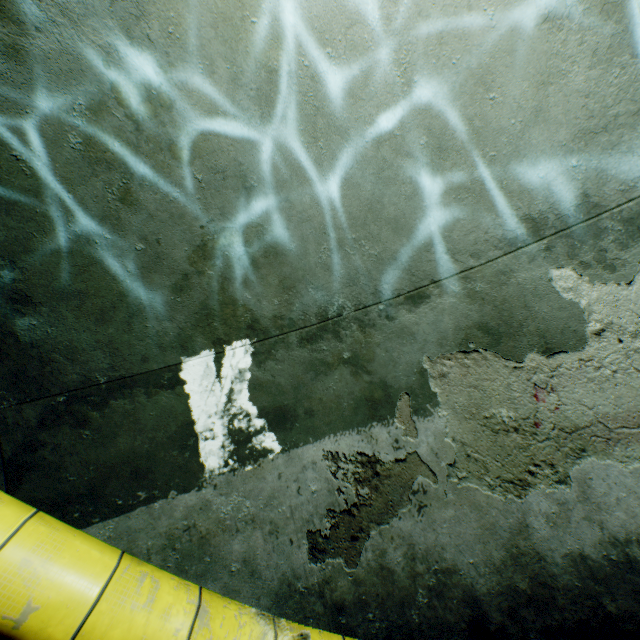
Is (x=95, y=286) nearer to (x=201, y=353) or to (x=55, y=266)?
(x=55, y=266)
